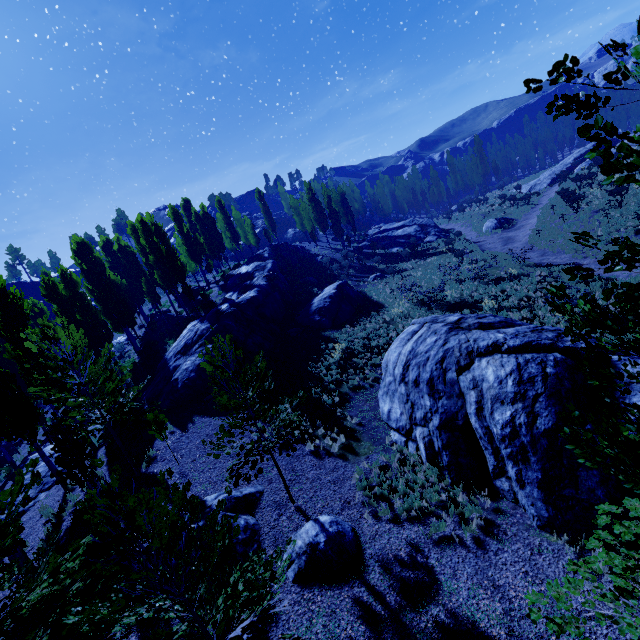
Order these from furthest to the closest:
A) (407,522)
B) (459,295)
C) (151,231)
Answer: (151,231), (459,295), (407,522)

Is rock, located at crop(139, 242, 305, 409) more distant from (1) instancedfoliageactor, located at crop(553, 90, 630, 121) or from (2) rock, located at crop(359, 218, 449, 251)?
(2) rock, located at crop(359, 218, 449, 251)

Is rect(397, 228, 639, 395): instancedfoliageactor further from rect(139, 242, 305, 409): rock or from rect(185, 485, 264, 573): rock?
rect(185, 485, 264, 573): rock

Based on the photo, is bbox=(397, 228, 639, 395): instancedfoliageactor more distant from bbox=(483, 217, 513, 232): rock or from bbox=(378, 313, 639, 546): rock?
bbox=(483, 217, 513, 232): rock

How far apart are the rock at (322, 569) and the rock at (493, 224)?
36.78m

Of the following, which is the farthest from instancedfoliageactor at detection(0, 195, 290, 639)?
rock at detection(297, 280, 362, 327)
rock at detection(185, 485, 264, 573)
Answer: rock at detection(297, 280, 362, 327)

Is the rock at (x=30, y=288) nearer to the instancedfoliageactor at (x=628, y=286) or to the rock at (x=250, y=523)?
the instancedfoliageactor at (x=628, y=286)

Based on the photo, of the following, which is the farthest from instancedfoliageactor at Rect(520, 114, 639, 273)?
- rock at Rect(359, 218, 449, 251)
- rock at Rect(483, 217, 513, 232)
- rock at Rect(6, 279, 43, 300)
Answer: rock at Rect(483, 217, 513, 232)
